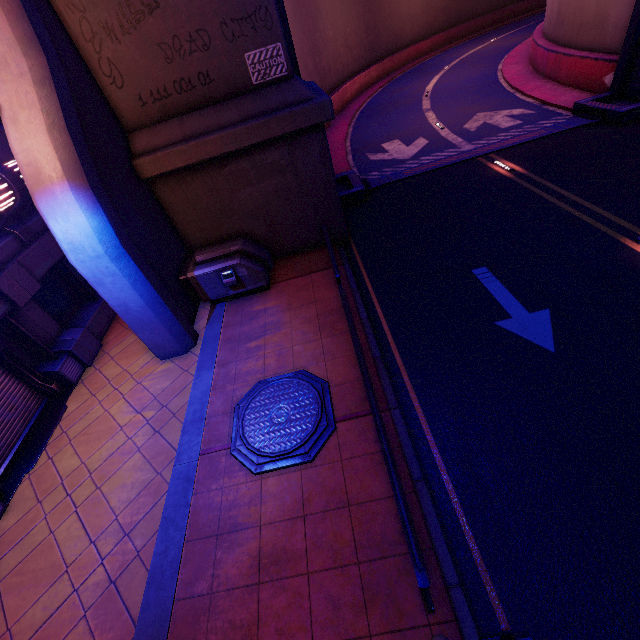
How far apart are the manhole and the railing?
0.7 meters

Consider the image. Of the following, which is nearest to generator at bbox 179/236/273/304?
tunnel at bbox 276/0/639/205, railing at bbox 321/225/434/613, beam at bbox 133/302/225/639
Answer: beam at bbox 133/302/225/639

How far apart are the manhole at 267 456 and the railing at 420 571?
0.7 meters

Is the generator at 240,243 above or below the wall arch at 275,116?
below

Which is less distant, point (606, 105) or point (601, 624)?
point (601, 624)

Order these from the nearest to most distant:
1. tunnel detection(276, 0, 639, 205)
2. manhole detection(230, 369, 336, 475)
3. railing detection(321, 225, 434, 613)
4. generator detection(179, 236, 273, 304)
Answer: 1. railing detection(321, 225, 434, 613)
2. manhole detection(230, 369, 336, 475)
3. generator detection(179, 236, 273, 304)
4. tunnel detection(276, 0, 639, 205)

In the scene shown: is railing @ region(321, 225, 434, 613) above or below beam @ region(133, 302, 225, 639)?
above

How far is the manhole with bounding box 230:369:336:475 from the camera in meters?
5.5
